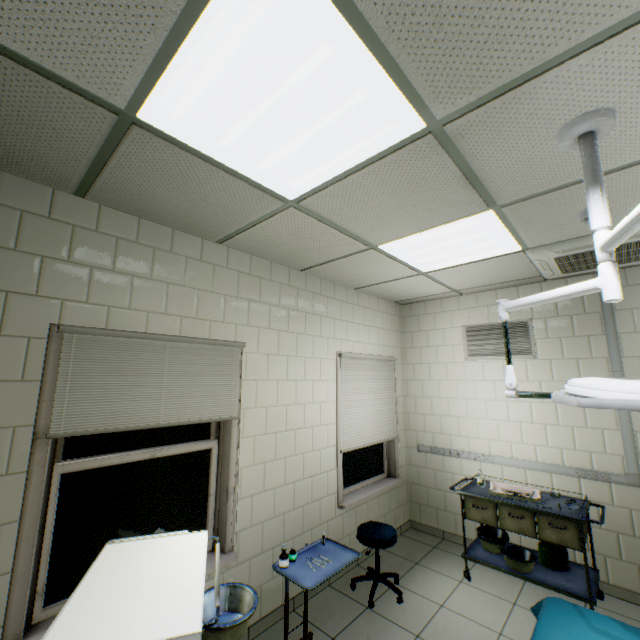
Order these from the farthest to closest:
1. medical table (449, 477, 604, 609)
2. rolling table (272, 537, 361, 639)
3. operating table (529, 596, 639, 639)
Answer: medical table (449, 477, 604, 609)
rolling table (272, 537, 361, 639)
operating table (529, 596, 639, 639)

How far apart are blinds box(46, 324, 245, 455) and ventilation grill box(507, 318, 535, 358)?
3.11m

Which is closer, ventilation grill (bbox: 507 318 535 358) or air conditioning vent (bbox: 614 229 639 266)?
air conditioning vent (bbox: 614 229 639 266)

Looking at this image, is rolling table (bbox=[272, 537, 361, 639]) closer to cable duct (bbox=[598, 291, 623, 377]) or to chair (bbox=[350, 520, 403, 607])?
chair (bbox=[350, 520, 403, 607])

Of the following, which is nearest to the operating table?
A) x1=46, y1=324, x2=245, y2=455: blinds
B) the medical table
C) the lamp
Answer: the lamp

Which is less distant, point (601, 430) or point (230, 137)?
point (230, 137)

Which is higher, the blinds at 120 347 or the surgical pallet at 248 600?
the blinds at 120 347

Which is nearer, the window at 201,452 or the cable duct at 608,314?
the window at 201,452
